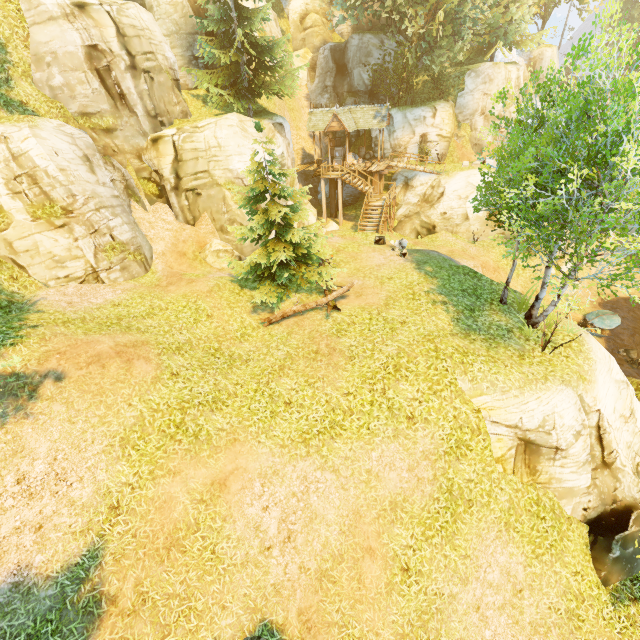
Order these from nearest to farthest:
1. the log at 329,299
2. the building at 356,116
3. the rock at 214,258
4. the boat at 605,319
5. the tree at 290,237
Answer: the tree at 290,237 → the log at 329,299 → the rock at 214,258 → the boat at 605,319 → the building at 356,116

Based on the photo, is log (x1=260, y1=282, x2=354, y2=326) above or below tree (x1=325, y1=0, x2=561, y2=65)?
below

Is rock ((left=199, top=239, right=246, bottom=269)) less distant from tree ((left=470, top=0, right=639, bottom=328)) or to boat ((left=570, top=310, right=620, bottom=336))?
tree ((left=470, top=0, right=639, bottom=328))

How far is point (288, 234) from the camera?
13.32m

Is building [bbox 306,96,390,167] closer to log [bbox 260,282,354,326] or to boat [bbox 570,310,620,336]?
log [bbox 260,282,354,326]

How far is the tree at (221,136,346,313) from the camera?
12.46m

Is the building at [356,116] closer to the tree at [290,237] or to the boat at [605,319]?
the tree at [290,237]

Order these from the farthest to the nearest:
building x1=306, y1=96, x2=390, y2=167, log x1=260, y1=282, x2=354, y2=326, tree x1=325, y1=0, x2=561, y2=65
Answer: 1. building x1=306, y1=96, x2=390, y2=167
2. tree x1=325, y1=0, x2=561, y2=65
3. log x1=260, y1=282, x2=354, y2=326
